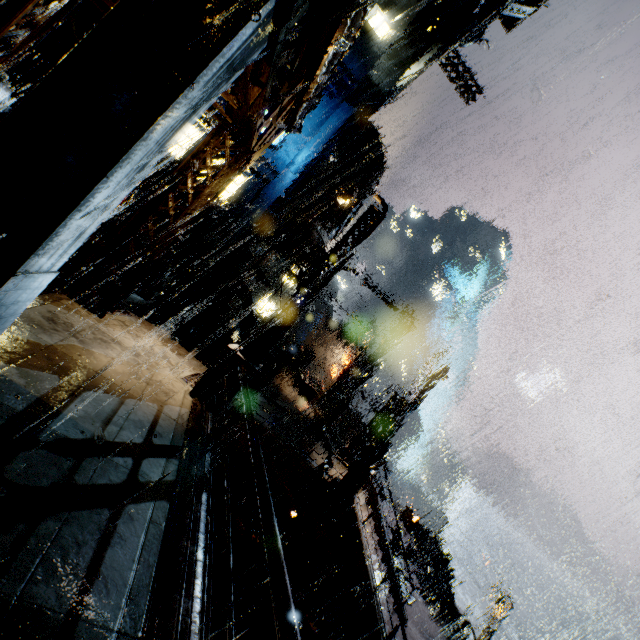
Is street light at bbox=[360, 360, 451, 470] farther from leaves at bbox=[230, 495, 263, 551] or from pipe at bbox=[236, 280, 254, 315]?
pipe at bbox=[236, 280, 254, 315]

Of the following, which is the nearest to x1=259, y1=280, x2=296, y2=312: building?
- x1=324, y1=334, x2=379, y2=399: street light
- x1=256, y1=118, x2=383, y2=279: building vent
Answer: x1=256, y1=118, x2=383, y2=279: building vent

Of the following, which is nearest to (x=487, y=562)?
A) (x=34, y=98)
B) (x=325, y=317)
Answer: (x=34, y=98)

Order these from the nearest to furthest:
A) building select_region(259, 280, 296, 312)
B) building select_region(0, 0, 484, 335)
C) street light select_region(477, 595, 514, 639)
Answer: building select_region(0, 0, 484, 335), street light select_region(477, 595, 514, 639), building select_region(259, 280, 296, 312)

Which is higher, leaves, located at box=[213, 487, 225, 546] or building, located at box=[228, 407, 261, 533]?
building, located at box=[228, 407, 261, 533]

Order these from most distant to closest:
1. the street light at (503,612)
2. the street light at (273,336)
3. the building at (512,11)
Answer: the street light at (503,612) < the building at (512,11) < the street light at (273,336)

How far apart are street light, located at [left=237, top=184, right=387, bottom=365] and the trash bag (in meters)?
21.10

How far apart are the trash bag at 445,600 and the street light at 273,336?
21.1m
